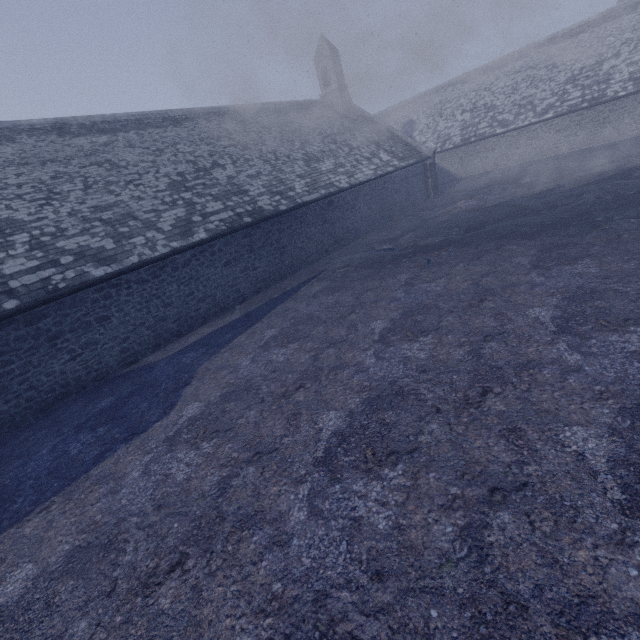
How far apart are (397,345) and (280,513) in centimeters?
399cm
